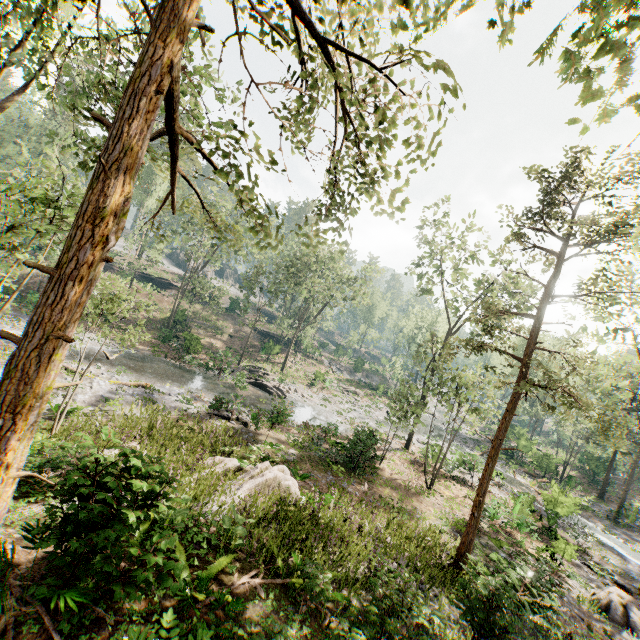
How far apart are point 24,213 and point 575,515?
38.9 meters

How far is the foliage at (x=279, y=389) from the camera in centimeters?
3027cm

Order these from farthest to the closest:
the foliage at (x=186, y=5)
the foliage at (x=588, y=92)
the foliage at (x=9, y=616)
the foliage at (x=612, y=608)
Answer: the foliage at (x=612, y=608)
the foliage at (x=9, y=616)
the foliage at (x=186, y=5)
the foliage at (x=588, y=92)

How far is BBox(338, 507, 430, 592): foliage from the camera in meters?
6.9

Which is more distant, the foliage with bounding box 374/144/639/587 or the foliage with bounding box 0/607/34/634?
the foliage with bounding box 374/144/639/587

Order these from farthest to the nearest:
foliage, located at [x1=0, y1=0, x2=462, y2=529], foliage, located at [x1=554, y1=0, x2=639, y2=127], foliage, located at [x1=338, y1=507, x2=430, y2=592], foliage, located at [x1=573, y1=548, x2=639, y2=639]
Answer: foliage, located at [x1=573, y1=548, x2=639, y2=639] → foliage, located at [x1=338, y1=507, x2=430, y2=592] → foliage, located at [x1=0, y1=0, x2=462, y2=529] → foliage, located at [x1=554, y1=0, x2=639, y2=127]

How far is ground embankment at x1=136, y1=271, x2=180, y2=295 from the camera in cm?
5222
